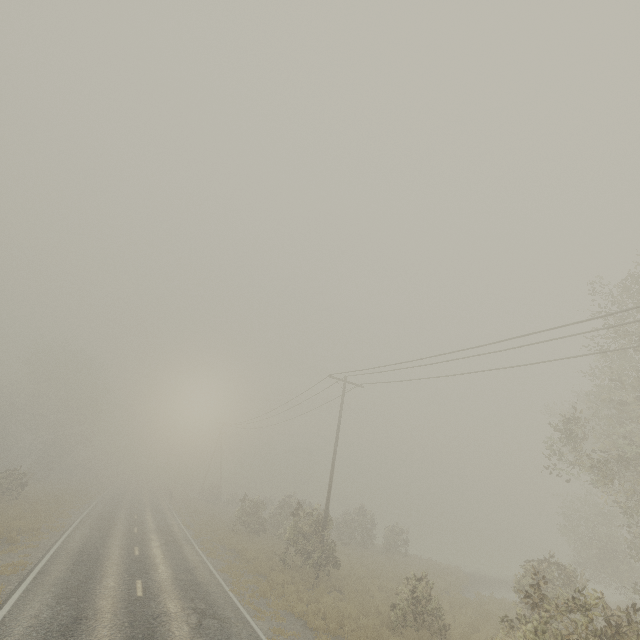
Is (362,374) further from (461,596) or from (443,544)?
(443,544)

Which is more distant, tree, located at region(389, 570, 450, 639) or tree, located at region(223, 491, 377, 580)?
tree, located at region(223, 491, 377, 580)

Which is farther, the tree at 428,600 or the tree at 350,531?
the tree at 350,531

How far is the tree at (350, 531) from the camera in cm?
1880

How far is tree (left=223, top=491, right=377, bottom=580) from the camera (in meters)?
18.80
